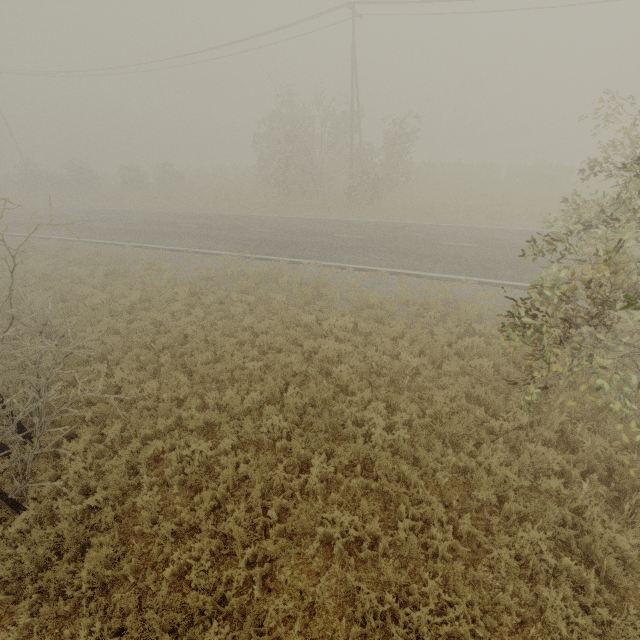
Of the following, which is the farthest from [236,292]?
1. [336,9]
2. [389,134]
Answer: [336,9]
